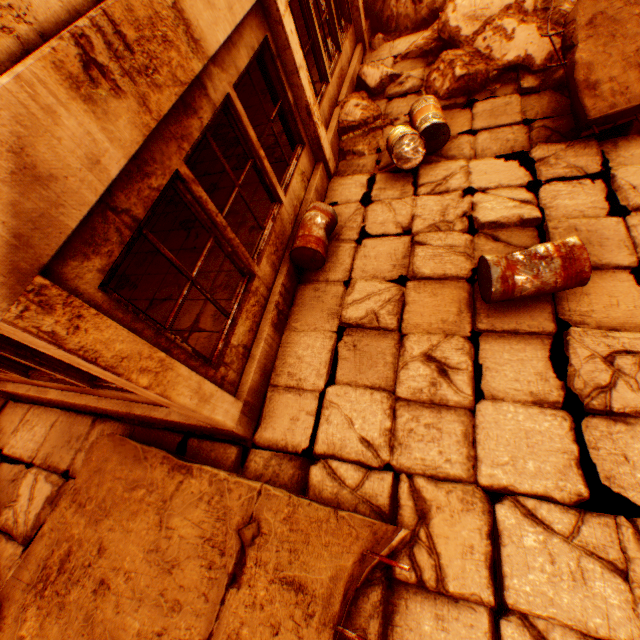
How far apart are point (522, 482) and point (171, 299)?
5.2 meters

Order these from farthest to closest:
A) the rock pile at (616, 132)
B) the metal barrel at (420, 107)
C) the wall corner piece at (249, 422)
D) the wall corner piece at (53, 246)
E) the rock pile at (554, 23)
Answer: the rock pile at (554, 23) < the metal barrel at (420, 107) < the rock pile at (616, 132) < the wall corner piece at (249, 422) < the wall corner piece at (53, 246)

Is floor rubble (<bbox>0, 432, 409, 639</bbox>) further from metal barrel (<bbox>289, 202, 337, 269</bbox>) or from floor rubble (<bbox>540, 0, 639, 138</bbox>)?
floor rubble (<bbox>540, 0, 639, 138</bbox>)

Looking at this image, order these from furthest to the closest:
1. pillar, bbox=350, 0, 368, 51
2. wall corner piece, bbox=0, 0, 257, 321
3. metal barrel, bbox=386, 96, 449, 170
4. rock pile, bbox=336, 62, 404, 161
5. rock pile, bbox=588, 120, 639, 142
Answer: pillar, bbox=350, 0, 368, 51 < rock pile, bbox=336, 62, 404, 161 < metal barrel, bbox=386, 96, 449, 170 < rock pile, bbox=588, 120, 639, 142 < wall corner piece, bbox=0, 0, 257, 321

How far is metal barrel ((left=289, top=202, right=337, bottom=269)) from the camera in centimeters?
461cm

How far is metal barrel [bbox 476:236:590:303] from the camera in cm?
317

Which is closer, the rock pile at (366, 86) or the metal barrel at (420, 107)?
the metal barrel at (420, 107)

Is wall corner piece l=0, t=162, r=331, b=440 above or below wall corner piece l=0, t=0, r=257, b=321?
below
